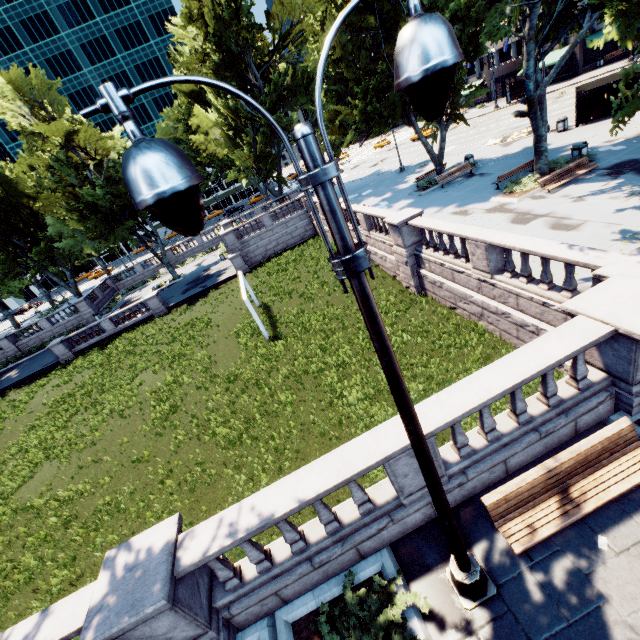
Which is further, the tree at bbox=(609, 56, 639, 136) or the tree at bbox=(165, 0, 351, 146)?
the tree at bbox=(165, 0, 351, 146)

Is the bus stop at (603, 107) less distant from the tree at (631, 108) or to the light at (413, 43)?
the tree at (631, 108)

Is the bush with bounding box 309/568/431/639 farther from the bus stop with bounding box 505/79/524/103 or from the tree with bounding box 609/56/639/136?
the bus stop with bounding box 505/79/524/103

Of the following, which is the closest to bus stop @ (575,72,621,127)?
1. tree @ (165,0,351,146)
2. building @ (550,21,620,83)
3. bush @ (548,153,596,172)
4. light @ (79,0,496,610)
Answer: tree @ (165,0,351,146)

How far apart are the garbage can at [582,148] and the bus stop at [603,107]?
8.3m

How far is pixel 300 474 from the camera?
5.7 meters

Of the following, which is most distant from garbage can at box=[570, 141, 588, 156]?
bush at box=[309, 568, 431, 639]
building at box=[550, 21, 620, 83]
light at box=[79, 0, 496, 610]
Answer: building at box=[550, 21, 620, 83]

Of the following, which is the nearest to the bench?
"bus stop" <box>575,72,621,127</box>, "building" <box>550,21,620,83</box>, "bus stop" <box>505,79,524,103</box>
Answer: "bus stop" <box>575,72,621,127</box>
